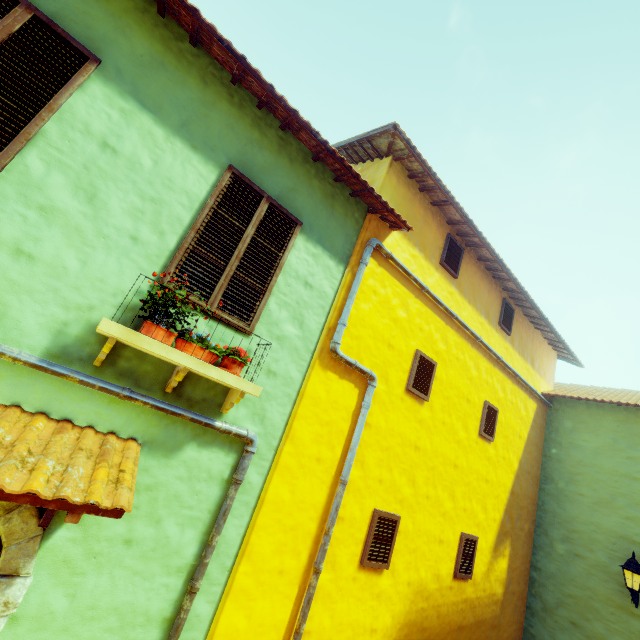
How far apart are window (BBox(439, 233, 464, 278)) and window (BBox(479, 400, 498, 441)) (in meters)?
2.62

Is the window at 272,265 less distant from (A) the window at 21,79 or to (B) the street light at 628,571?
(A) the window at 21,79

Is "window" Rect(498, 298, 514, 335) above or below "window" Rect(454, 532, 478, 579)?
above

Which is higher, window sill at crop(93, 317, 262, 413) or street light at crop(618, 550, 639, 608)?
window sill at crop(93, 317, 262, 413)

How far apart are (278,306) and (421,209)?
3.48m

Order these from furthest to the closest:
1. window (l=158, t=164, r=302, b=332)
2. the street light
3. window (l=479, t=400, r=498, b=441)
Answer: window (l=479, t=400, r=498, b=441)
the street light
window (l=158, t=164, r=302, b=332)

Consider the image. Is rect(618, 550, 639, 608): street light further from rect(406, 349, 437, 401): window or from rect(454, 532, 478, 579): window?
A: rect(406, 349, 437, 401): window

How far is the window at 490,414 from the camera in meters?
6.5 m
